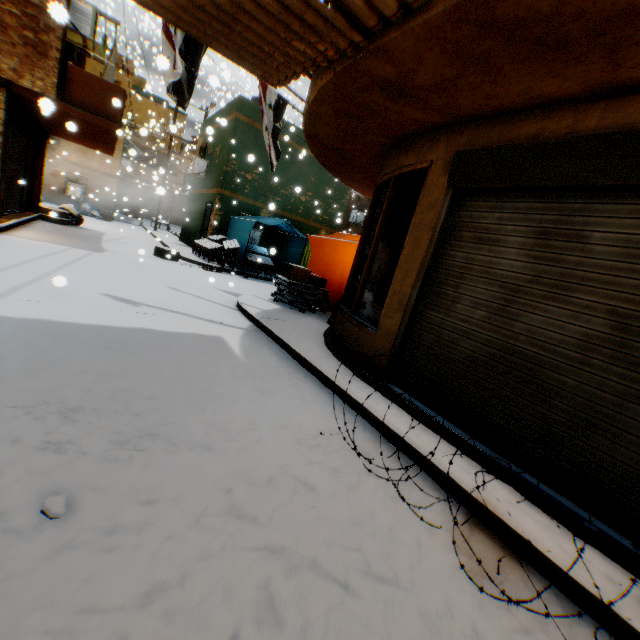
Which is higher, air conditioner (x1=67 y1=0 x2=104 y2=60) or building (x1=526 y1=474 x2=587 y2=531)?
air conditioner (x1=67 y1=0 x2=104 y2=60)

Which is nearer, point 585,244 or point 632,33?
point 632,33

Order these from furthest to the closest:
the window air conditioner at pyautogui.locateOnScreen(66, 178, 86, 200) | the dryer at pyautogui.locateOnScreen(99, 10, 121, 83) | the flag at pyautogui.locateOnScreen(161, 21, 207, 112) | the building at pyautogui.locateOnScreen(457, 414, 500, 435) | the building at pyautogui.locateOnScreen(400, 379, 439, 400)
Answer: the window air conditioner at pyautogui.locateOnScreen(66, 178, 86, 200), the dryer at pyautogui.locateOnScreen(99, 10, 121, 83), the flag at pyautogui.locateOnScreen(161, 21, 207, 112), the building at pyautogui.locateOnScreen(400, 379, 439, 400), the building at pyautogui.locateOnScreen(457, 414, 500, 435)

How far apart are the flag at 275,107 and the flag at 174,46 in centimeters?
59cm

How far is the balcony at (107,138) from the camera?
7.8m

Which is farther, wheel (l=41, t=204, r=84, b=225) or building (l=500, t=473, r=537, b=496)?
wheel (l=41, t=204, r=84, b=225)

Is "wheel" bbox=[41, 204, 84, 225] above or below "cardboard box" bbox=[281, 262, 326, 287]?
below

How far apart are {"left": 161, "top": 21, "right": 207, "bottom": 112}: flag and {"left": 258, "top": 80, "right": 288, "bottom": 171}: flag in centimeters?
59cm
